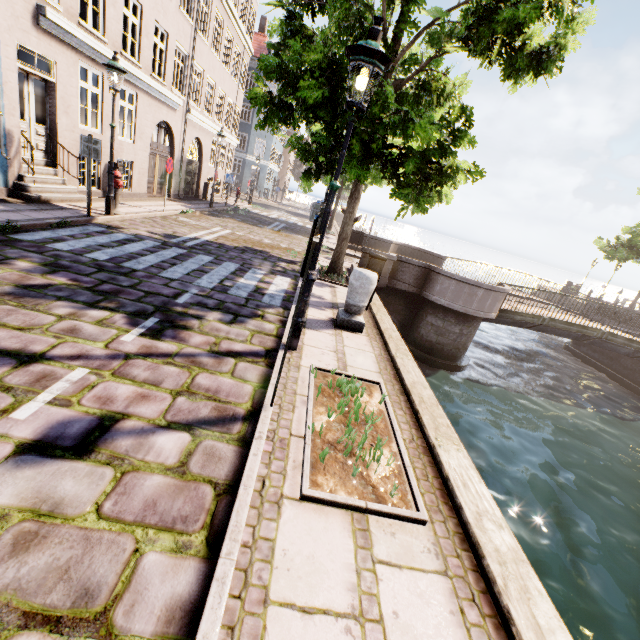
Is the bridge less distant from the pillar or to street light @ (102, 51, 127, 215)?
the pillar

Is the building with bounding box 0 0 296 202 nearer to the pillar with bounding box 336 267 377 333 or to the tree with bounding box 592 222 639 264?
the tree with bounding box 592 222 639 264

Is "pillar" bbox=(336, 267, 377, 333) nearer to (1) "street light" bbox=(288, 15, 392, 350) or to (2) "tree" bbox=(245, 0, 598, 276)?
(1) "street light" bbox=(288, 15, 392, 350)

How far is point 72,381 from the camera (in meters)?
3.01

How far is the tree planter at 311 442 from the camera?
2.4 meters

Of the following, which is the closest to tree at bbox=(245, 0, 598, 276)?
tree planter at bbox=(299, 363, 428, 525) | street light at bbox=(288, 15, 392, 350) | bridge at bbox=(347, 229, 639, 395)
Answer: street light at bbox=(288, 15, 392, 350)

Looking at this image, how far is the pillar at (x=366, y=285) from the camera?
5.65m

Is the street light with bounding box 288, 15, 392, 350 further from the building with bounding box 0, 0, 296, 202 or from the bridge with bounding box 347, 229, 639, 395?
the building with bounding box 0, 0, 296, 202
